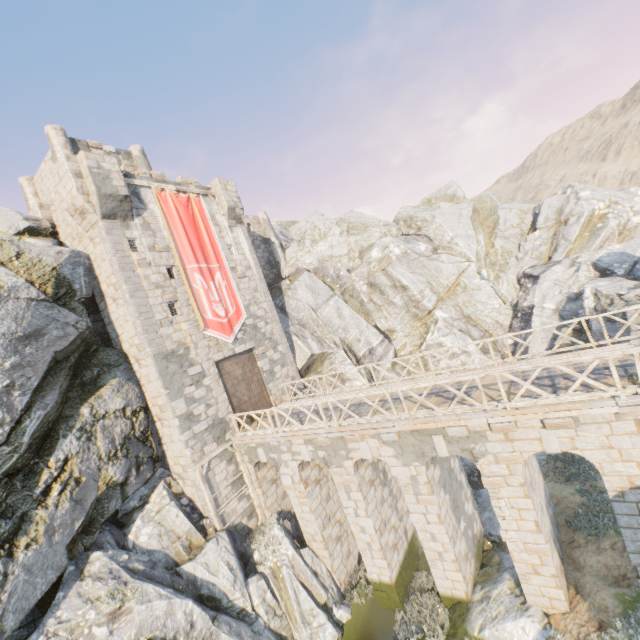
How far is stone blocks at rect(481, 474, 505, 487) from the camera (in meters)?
9.98

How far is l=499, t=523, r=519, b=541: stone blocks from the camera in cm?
1009

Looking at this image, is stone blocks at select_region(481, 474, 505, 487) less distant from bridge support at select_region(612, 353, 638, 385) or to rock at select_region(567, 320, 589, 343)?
bridge support at select_region(612, 353, 638, 385)

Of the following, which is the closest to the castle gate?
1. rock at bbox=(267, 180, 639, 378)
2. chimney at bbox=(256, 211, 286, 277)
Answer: rock at bbox=(267, 180, 639, 378)

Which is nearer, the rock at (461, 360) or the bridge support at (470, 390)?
the bridge support at (470, 390)

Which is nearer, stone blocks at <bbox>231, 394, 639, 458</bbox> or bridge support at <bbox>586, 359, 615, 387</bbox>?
stone blocks at <bbox>231, 394, 639, 458</bbox>

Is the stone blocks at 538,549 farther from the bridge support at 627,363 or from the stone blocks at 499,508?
the bridge support at 627,363

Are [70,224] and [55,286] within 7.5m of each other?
yes
